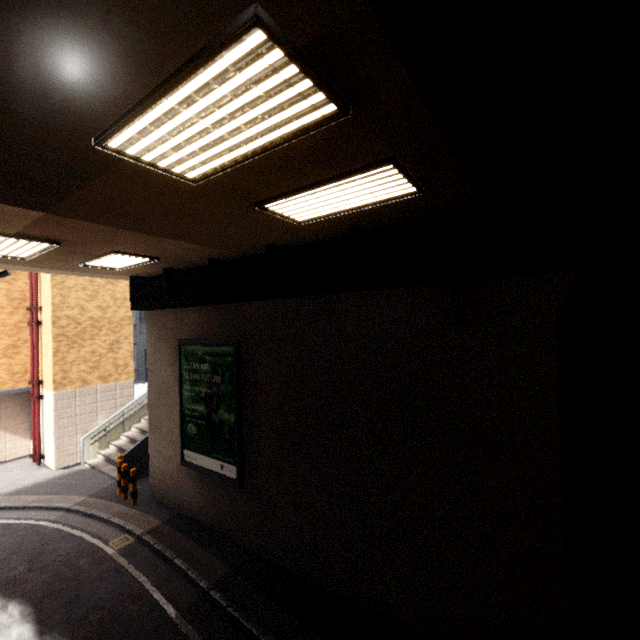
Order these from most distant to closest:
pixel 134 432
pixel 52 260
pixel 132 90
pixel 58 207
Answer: pixel 134 432 → pixel 52 260 → pixel 58 207 → pixel 132 90

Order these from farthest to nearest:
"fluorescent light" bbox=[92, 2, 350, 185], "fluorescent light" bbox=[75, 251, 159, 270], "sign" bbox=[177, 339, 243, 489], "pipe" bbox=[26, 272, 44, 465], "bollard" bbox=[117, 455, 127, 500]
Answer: "pipe" bbox=[26, 272, 44, 465] → "bollard" bbox=[117, 455, 127, 500] → "sign" bbox=[177, 339, 243, 489] → "fluorescent light" bbox=[75, 251, 159, 270] → "fluorescent light" bbox=[92, 2, 350, 185]

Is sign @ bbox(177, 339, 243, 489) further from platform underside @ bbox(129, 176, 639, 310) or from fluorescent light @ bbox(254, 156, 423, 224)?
fluorescent light @ bbox(254, 156, 423, 224)

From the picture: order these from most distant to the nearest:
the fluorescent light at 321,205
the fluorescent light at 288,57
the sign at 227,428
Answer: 1. the sign at 227,428
2. the fluorescent light at 321,205
3. the fluorescent light at 288,57

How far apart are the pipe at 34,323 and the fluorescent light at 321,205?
13.5m

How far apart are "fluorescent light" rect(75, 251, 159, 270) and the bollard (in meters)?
6.11

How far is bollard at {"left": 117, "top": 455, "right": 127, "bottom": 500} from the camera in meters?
10.0 m

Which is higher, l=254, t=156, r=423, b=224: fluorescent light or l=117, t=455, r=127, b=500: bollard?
l=254, t=156, r=423, b=224: fluorescent light
